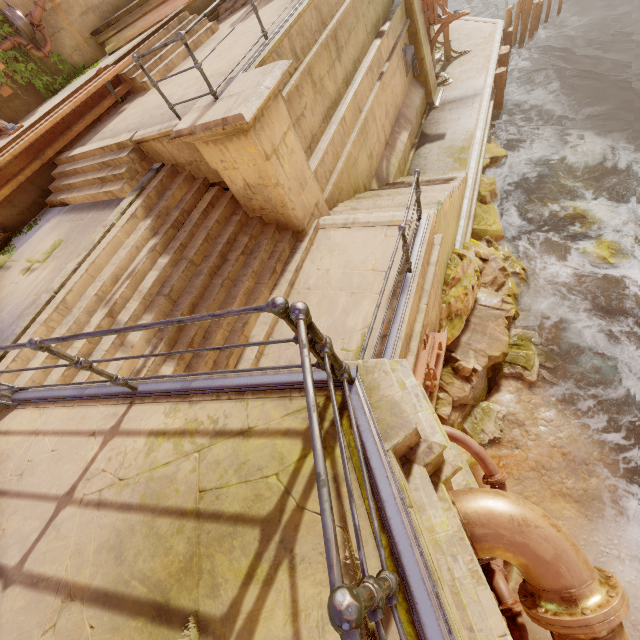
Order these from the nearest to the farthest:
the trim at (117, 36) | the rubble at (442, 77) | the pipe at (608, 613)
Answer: the pipe at (608, 613)
the trim at (117, 36)
the rubble at (442, 77)

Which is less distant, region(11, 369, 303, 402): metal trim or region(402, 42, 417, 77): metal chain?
region(11, 369, 303, 402): metal trim

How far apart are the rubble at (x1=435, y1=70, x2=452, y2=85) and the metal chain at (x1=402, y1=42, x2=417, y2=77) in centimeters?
263cm

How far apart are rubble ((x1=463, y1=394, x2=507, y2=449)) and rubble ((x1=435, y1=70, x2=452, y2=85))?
13.7m

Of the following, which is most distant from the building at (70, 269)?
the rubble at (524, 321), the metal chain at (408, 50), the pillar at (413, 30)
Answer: the metal chain at (408, 50)

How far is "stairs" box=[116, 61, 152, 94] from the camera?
8.03m

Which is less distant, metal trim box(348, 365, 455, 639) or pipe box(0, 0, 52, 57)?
metal trim box(348, 365, 455, 639)

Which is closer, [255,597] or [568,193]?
[255,597]
